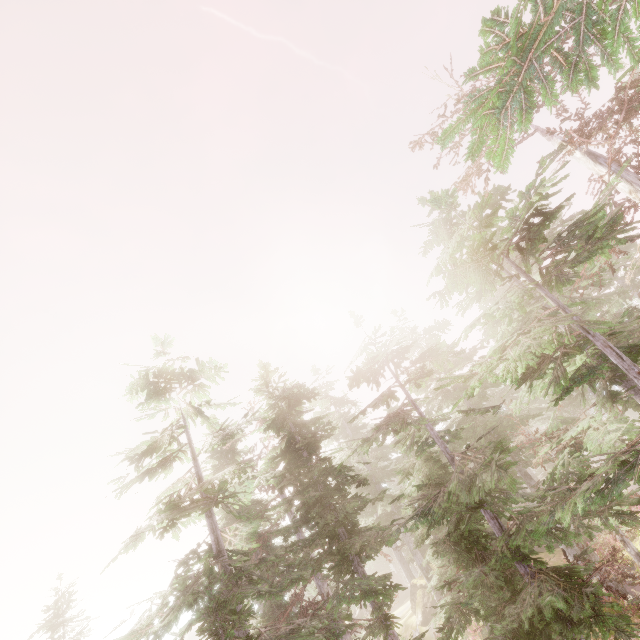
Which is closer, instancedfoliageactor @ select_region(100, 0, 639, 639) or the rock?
instancedfoliageactor @ select_region(100, 0, 639, 639)

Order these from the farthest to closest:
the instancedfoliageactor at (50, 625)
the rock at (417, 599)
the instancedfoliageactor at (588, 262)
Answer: the rock at (417, 599) → the instancedfoliageactor at (50, 625) → the instancedfoliageactor at (588, 262)

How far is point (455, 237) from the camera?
7.7m

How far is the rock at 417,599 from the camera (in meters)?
26.19

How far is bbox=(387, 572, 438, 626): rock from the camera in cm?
2619

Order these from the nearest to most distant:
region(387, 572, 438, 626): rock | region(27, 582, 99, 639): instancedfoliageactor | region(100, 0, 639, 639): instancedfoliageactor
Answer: region(100, 0, 639, 639): instancedfoliageactor → region(27, 582, 99, 639): instancedfoliageactor → region(387, 572, 438, 626): rock

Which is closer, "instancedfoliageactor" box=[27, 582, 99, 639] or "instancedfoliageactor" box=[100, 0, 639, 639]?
"instancedfoliageactor" box=[100, 0, 639, 639]

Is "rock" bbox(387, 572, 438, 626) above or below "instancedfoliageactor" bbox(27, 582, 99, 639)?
below
